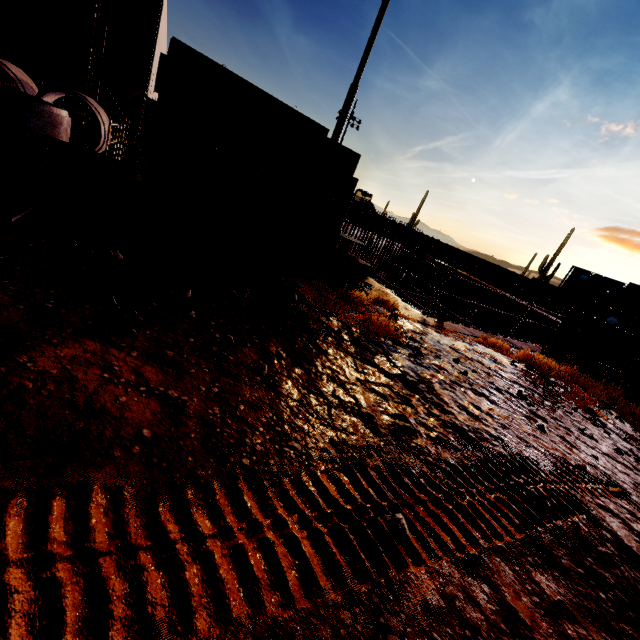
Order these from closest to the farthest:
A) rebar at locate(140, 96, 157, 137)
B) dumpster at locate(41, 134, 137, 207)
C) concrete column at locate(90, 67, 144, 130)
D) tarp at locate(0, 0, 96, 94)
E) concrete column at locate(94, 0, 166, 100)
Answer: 1. dumpster at locate(41, 134, 137, 207)
2. tarp at locate(0, 0, 96, 94)
3. concrete column at locate(94, 0, 166, 100)
4. concrete column at locate(90, 67, 144, 130)
5. rebar at locate(140, 96, 157, 137)

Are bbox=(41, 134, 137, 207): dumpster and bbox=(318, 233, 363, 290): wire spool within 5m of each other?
yes

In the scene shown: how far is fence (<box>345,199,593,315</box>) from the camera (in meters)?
29.72

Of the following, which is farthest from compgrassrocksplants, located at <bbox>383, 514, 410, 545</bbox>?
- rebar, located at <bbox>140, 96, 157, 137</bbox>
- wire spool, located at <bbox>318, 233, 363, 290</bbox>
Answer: rebar, located at <bbox>140, 96, 157, 137</bbox>

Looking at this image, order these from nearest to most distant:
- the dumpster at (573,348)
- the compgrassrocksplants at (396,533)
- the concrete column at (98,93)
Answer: the compgrassrocksplants at (396,533) → the dumpster at (573,348) → the concrete column at (98,93)

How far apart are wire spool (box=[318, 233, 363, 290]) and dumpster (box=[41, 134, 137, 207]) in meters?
4.0 m

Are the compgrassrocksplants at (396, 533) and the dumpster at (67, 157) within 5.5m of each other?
no

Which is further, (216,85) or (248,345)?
(216,85)
